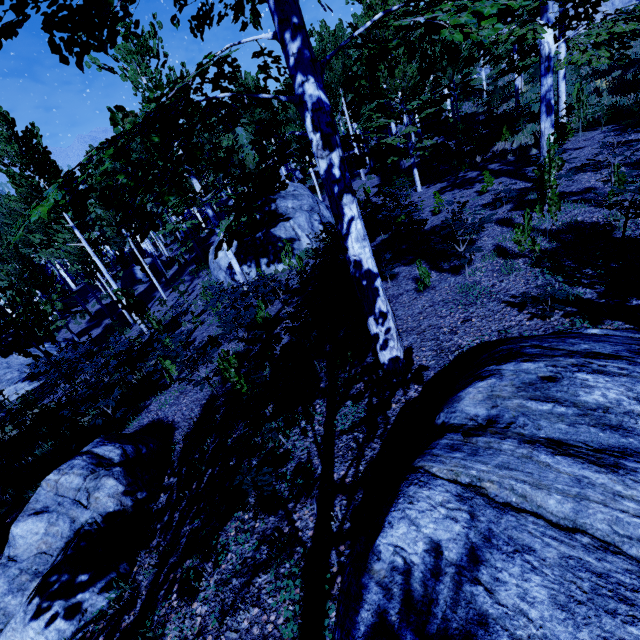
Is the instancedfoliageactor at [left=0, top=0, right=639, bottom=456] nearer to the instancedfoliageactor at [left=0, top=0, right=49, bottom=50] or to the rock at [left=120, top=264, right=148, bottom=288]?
the instancedfoliageactor at [left=0, top=0, right=49, bottom=50]

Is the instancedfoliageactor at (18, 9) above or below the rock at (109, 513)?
above

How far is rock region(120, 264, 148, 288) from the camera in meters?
28.2 m

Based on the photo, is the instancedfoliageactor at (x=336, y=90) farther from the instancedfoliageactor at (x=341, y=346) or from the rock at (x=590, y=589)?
the rock at (x=590, y=589)

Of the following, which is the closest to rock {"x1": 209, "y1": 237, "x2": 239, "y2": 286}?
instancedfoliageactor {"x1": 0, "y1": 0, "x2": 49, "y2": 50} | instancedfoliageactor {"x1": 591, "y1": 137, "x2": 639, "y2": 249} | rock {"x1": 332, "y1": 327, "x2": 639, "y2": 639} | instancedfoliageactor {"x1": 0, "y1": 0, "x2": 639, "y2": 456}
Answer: instancedfoliageactor {"x1": 591, "y1": 137, "x2": 639, "y2": 249}

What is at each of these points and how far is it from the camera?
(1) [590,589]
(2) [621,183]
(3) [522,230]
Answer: (1) rock, 1.27m
(2) instancedfoliageactor, 6.18m
(3) instancedfoliageactor, 5.61m

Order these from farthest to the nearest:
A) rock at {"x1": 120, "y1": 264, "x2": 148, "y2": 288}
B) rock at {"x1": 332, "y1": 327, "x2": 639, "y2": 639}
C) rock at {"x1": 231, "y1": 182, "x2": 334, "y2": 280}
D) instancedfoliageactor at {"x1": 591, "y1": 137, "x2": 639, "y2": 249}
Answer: rock at {"x1": 120, "y1": 264, "x2": 148, "y2": 288} < rock at {"x1": 231, "y1": 182, "x2": 334, "y2": 280} < instancedfoliageactor at {"x1": 591, "y1": 137, "x2": 639, "y2": 249} < rock at {"x1": 332, "y1": 327, "x2": 639, "y2": 639}

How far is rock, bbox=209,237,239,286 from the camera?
16.1m
